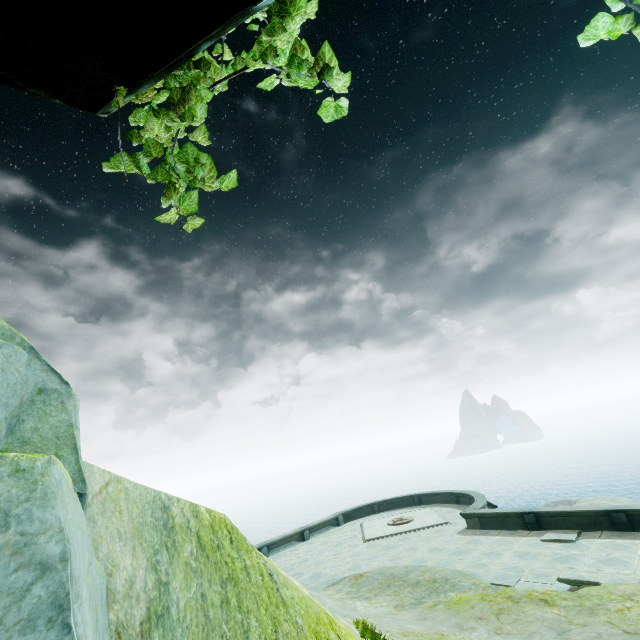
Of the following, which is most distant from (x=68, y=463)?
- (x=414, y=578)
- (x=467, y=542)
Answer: (x=467, y=542)

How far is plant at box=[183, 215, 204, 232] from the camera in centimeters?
159cm

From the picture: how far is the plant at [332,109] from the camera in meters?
1.4

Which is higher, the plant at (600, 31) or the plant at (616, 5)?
the plant at (616, 5)

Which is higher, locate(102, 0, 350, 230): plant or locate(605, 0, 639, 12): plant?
locate(102, 0, 350, 230): plant
